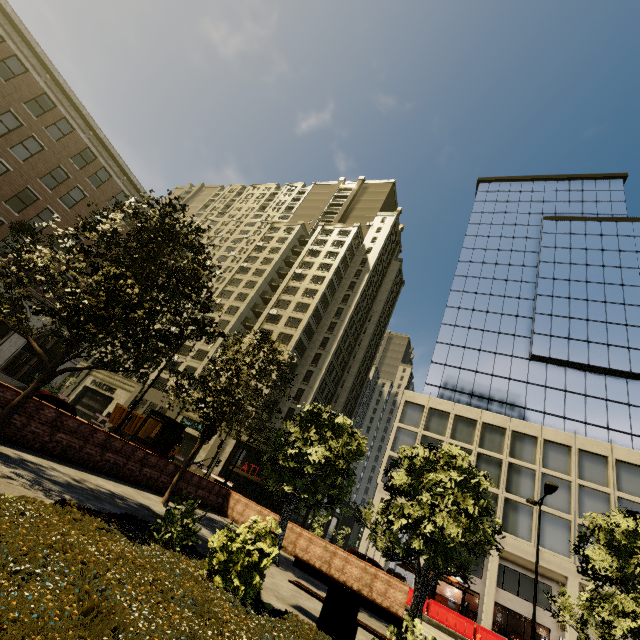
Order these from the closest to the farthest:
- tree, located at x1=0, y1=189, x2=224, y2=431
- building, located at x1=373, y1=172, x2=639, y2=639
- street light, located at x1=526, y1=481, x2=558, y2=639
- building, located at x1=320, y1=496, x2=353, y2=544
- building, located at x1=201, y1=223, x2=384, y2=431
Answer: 1. tree, located at x1=0, y1=189, x2=224, y2=431
2. street light, located at x1=526, y1=481, x2=558, y2=639
3. building, located at x1=373, y1=172, x2=639, y2=639
4. building, located at x1=201, y1=223, x2=384, y2=431
5. building, located at x1=320, y1=496, x2=353, y2=544

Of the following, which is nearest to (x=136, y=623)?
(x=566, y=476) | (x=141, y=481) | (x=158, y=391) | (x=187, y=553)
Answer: (x=187, y=553)

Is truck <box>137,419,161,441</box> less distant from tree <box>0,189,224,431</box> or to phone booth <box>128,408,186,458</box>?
tree <box>0,189,224,431</box>

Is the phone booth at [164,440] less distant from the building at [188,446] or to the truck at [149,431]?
the truck at [149,431]

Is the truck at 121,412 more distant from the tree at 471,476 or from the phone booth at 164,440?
the phone booth at 164,440

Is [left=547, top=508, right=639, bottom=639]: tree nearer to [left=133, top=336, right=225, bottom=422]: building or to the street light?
[left=133, top=336, right=225, bottom=422]: building

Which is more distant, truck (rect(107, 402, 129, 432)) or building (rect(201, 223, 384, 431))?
building (rect(201, 223, 384, 431))

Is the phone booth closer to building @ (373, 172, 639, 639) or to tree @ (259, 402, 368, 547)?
tree @ (259, 402, 368, 547)
